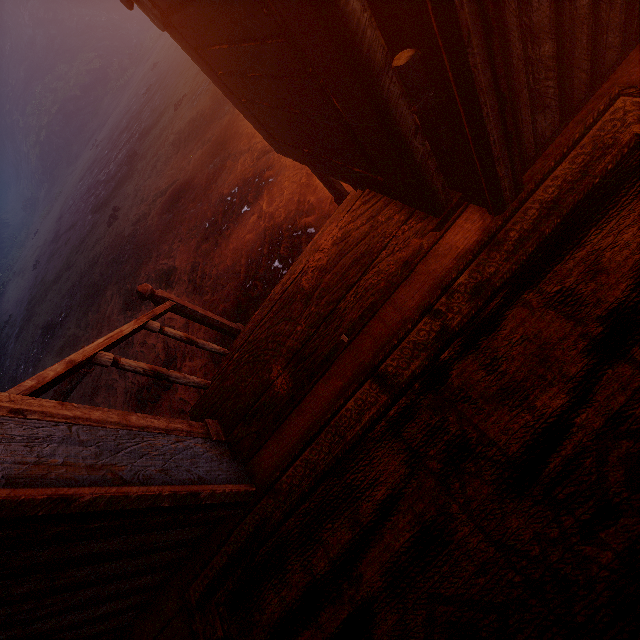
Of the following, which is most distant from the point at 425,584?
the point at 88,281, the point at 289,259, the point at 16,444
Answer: the point at 88,281

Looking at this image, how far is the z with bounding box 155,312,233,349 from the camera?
3.60m

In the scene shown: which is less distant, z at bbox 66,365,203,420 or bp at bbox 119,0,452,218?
bp at bbox 119,0,452,218

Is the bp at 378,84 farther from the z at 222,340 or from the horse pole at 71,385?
the horse pole at 71,385

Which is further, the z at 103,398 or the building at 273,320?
the z at 103,398

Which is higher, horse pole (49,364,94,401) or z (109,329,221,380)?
horse pole (49,364,94,401)

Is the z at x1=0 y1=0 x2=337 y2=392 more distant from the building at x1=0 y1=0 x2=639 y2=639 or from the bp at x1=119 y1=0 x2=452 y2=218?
the bp at x1=119 y1=0 x2=452 y2=218

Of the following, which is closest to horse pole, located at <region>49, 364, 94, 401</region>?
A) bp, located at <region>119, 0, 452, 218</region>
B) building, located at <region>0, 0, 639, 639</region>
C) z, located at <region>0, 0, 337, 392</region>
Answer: z, located at <region>0, 0, 337, 392</region>
